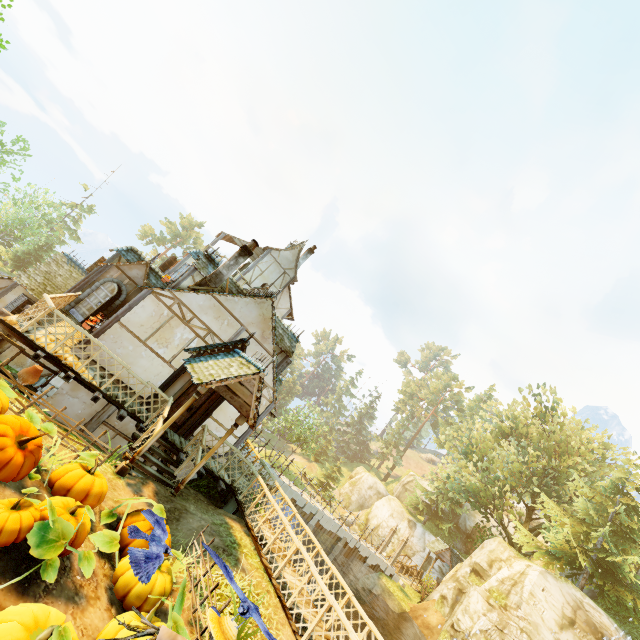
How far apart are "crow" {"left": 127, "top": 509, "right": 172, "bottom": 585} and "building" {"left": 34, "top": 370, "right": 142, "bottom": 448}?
6.3 meters

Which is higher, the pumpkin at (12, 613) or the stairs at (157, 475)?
the pumpkin at (12, 613)

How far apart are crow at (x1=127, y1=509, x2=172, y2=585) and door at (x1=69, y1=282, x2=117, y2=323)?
11.2m

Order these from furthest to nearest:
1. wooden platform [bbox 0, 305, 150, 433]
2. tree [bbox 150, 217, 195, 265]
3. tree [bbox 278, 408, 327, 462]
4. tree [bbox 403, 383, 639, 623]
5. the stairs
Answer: tree [bbox 150, 217, 195, 265] → tree [bbox 278, 408, 327, 462] → tree [bbox 403, 383, 639, 623] → the stairs → wooden platform [bbox 0, 305, 150, 433]

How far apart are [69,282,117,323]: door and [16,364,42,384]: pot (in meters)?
9.01

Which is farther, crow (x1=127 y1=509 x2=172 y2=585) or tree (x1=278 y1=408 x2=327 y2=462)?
tree (x1=278 y1=408 x2=327 y2=462)

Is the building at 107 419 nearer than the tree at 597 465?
Yes

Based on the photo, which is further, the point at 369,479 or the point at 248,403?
the point at 369,479
